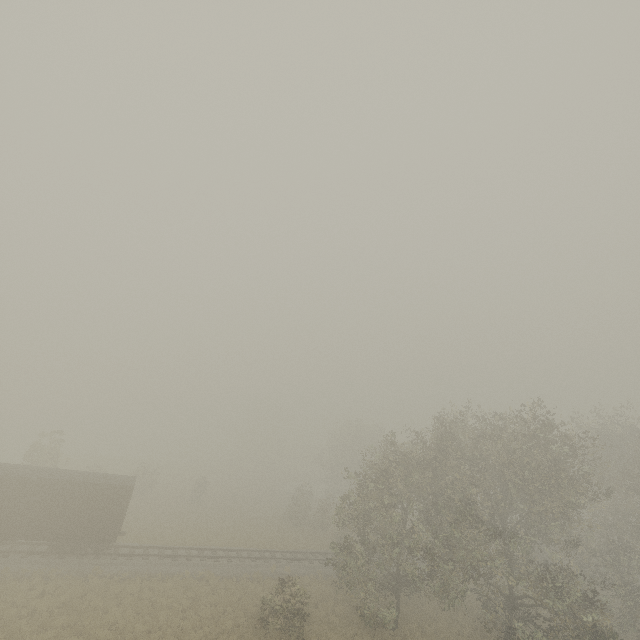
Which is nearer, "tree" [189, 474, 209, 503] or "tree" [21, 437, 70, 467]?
"tree" [21, 437, 70, 467]

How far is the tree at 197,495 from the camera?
40.78m

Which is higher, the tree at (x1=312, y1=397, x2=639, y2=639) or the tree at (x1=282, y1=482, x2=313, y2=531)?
the tree at (x1=312, y1=397, x2=639, y2=639)

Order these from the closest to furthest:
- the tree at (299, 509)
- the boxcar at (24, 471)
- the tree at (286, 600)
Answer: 1. the tree at (286, 600)
2. the boxcar at (24, 471)
3. the tree at (299, 509)

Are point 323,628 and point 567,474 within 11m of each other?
no

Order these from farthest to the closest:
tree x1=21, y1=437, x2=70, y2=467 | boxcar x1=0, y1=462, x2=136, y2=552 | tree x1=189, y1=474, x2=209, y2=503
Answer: tree x1=189, y1=474, x2=209, y2=503, tree x1=21, y1=437, x2=70, y2=467, boxcar x1=0, y1=462, x2=136, y2=552

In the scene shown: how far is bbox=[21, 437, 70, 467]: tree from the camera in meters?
30.4
